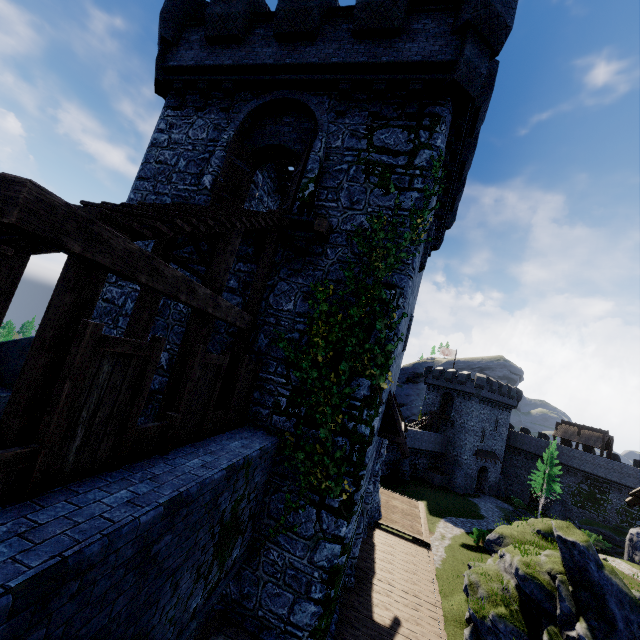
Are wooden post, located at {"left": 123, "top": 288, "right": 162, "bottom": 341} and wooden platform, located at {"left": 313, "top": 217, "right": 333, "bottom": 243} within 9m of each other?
yes

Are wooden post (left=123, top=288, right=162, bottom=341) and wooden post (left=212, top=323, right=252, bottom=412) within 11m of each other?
yes

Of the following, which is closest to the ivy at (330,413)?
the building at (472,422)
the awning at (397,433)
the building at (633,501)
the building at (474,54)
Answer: the building at (474,54)

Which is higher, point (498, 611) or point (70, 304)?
point (70, 304)

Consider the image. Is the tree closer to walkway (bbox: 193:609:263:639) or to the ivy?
walkway (bbox: 193:609:263:639)

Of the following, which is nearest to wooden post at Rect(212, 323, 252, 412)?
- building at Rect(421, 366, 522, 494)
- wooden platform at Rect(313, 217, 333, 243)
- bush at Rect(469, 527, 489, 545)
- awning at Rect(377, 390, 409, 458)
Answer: wooden platform at Rect(313, 217, 333, 243)

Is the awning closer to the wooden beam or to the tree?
the wooden beam

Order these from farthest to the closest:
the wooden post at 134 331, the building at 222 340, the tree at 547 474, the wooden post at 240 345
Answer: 1. the tree at 547 474
2. the building at 222 340
3. the wooden post at 240 345
4. the wooden post at 134 331
